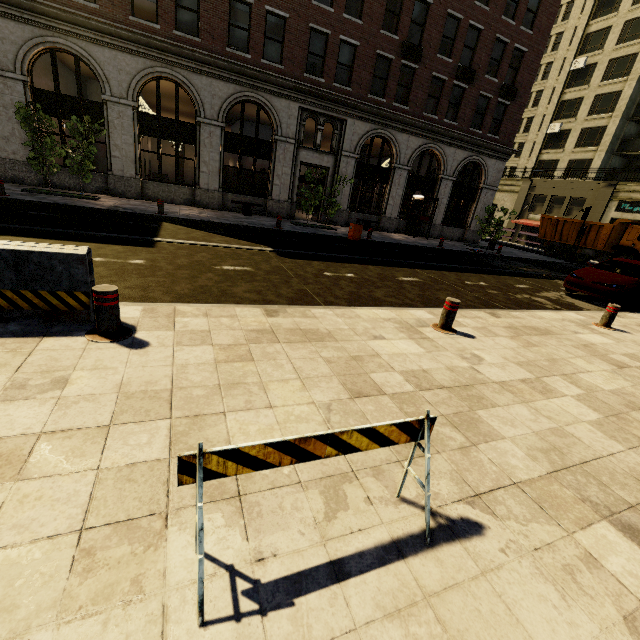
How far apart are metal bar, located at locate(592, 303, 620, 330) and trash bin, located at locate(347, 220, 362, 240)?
9.9m

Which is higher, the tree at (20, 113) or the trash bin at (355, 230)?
the tree at (20, 113)

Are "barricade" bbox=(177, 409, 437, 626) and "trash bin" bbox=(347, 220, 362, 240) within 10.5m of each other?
no

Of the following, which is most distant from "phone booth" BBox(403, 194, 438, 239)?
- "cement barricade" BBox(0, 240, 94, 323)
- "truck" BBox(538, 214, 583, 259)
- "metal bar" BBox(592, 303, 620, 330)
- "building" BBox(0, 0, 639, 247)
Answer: "cement barricade" BBox(0, 240, 94, 323)

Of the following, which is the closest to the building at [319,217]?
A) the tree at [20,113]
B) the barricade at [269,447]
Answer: the tree at [20,113]

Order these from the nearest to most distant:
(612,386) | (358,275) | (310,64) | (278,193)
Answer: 1. (612,386)
2. (358,275)
3. (278,193)
4. (310,64)

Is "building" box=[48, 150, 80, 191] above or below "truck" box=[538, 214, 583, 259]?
below

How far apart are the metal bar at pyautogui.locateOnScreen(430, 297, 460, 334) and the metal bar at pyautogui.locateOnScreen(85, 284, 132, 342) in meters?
4.6
